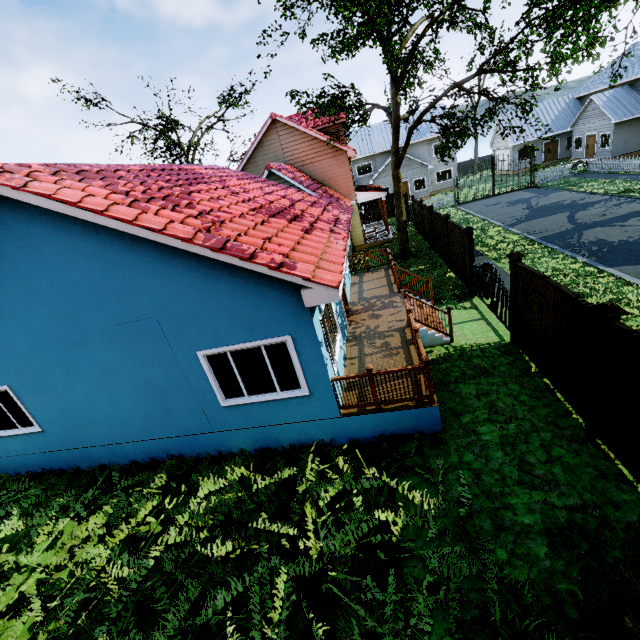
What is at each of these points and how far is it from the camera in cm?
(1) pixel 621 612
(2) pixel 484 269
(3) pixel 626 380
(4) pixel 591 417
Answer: (1) tree, 349
(2) gate, 1053
(3) fence, 479
(4) fence post, 575

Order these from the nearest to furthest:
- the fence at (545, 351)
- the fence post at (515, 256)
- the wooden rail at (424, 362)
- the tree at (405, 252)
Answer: the fence at (545, 351)
the wooden rail at (424, 362)
the fence post at (515, 256)
the tree at (405, 252)

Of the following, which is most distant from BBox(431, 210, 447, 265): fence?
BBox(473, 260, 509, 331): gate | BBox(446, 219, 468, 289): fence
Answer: BBox(473, 260, 509, 331): gate

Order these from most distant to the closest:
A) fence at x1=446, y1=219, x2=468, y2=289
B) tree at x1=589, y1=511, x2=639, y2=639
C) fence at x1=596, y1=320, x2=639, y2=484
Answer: fence at x1=446, y1=219, x2=468, y2=289 → fence at x1=596, y1=320, x2=639, y2=484 → tree at x1=589, y1=511, x2=639, y2=639

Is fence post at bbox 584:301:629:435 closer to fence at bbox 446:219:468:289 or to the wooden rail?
fence at bbox 446:219:468:289

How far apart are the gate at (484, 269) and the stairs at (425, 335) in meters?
1.5

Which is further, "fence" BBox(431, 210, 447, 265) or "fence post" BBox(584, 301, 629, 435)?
"fence" BBox(431, 210, 447, 265)

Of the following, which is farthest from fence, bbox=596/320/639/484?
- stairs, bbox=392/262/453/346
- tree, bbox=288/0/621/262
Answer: stairs, bbox=392/262/453/346
